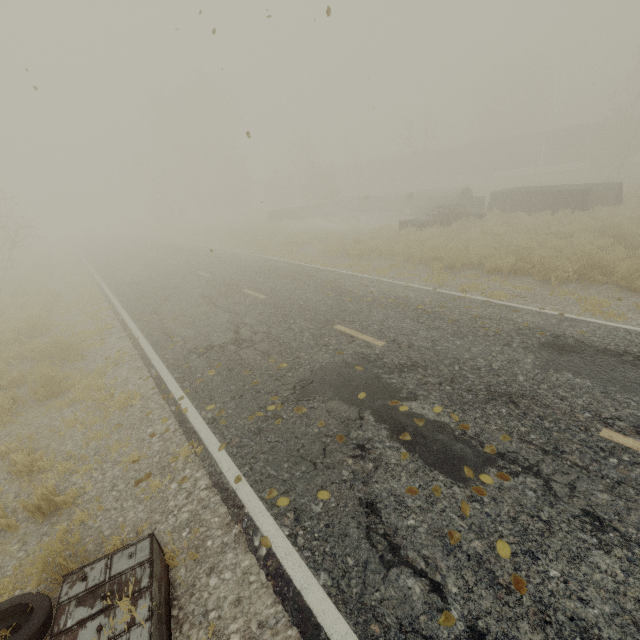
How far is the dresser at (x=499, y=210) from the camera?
18.0m

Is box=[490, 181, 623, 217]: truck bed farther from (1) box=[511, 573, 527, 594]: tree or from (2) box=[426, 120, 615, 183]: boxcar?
(2) box=[426, 120, 615, 183]: boxcar

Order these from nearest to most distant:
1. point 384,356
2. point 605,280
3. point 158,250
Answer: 1. point 384,356
2. point 605,280
3. point 158,250

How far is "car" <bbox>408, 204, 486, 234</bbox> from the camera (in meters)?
17.56

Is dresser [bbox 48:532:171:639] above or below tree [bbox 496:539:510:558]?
above

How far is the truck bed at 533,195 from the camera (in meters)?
16.92

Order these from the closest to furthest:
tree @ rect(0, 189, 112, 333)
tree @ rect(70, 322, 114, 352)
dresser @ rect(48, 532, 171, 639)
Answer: dresser @ rect(48, 532, 171, 639), tree @ rect(70, 322, 114, 352), tree @ rect(0, 189, 112, 333)

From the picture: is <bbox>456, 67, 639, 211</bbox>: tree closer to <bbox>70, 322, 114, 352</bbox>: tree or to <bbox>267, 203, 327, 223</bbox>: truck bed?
<bbox>267, 203, 327, 223</bbox>: truck bed
